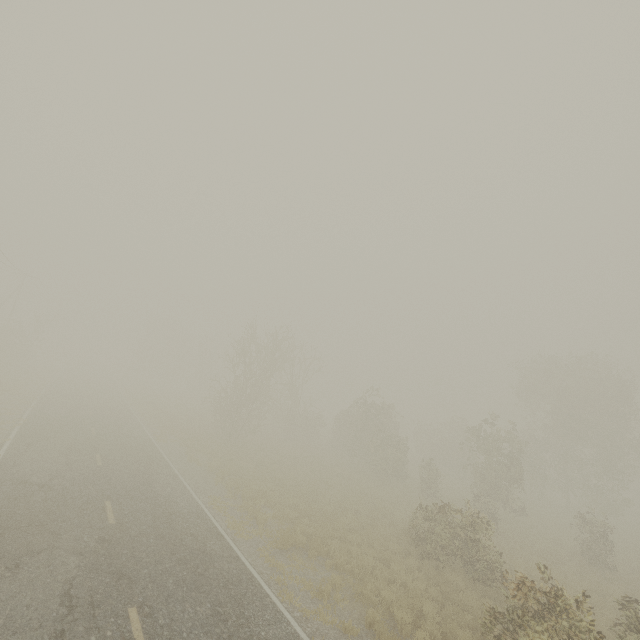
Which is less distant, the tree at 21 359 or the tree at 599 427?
the tree at 599 427

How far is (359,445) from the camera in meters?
33.5 m

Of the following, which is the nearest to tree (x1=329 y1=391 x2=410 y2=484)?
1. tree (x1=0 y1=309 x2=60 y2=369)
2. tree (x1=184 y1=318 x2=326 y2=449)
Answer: tree (x1=184 y1=318 x2=326 y2=449)

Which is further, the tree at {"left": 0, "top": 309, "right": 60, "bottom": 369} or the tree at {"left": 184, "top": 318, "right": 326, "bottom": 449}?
the tree at {"left": 0, "top": 309, "right": 60, "bottom": 369}

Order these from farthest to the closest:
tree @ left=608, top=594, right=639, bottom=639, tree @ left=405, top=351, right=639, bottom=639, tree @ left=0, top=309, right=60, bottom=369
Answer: tree @ left=0, top=309, right=60, bottom=369
tree @ left=608, top=594, right=639, bottom=639
tree @ left=405, top=351, right=639, bottom=639

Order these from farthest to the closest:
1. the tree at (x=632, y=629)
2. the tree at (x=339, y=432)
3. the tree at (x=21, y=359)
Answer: the tree at (x=21, y=359), the tree at (x=339, y=432), the tree at (x=632, y=629)

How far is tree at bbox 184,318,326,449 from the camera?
27.4 meters
